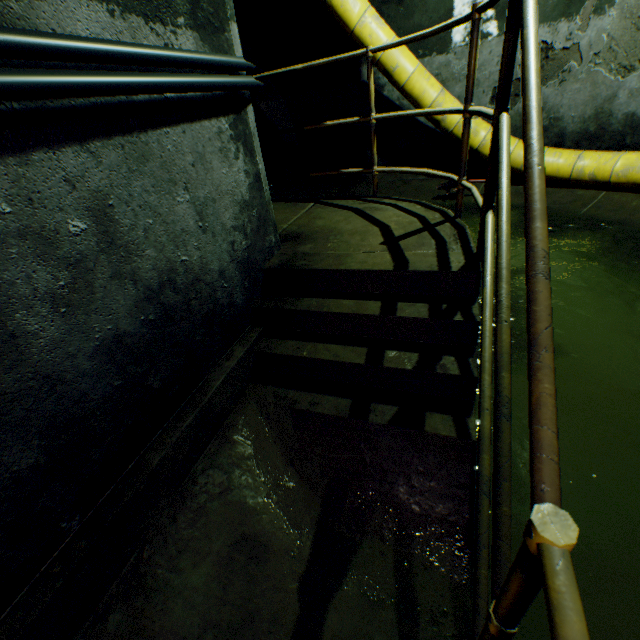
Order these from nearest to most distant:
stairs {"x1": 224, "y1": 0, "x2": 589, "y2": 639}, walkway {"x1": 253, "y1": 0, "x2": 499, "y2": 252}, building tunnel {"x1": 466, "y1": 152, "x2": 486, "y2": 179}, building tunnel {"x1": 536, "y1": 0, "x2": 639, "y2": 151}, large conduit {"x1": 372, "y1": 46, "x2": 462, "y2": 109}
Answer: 1. stairs {"x1": 224, "y1": 0, "x2": 589, "y2": 639}
2. walkway {"x1": 253, "y1": 0, "x2": 499, "y2": 252}
3. building tunnel {"x1": 536, "y1": 0, "x2": 639, "y2": 151}
4. large conduit {"x1": 372, "y1": 46, "x2": 462, "y2": 109}
5. building tunnel {"x1": 466, "y1": 152, "x2": 486, "y2": 179}

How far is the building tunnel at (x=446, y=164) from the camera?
5.6m

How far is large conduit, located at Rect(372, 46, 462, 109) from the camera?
4.5 meters

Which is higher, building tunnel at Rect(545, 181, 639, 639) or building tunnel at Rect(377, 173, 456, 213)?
building tunnel at Rect(377, 173, 456, 213)

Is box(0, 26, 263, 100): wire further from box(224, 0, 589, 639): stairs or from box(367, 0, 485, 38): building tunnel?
box(224, 0, 589, 639): stairs

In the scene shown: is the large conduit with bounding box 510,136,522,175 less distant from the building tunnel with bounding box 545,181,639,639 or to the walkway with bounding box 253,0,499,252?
the building tunnel with bounding box 545,181,639,639

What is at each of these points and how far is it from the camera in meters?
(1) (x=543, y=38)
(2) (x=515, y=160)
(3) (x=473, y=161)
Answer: (1) building tunnel, 4.3
(2) large conduit, 4.7
(3) building tunnel, 5.5

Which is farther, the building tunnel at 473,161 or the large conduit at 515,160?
the building tunnel at 473,161
